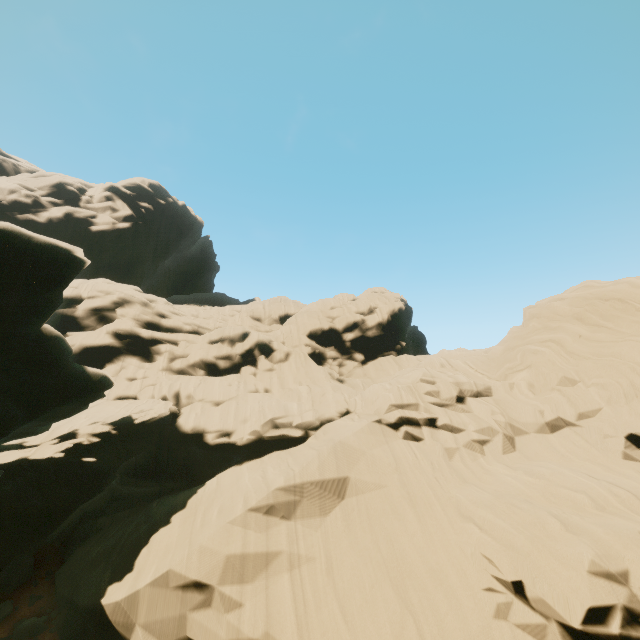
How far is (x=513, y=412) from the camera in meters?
18.6 m

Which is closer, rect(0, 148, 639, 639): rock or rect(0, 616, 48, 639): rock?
rect(0, 148, 639, 639): rock

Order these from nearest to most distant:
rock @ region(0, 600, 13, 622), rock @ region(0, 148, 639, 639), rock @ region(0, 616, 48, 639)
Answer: rock @ region(0, 148, 639, 639), rock @ region(0, 616, 48, 639), rock @ region(0, 600, 13, 622)

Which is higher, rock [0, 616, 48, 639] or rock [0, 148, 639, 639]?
rock [0, 148, 639, 639]

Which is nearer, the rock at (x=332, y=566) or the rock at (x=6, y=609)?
the rock at (x=332, y=566)
